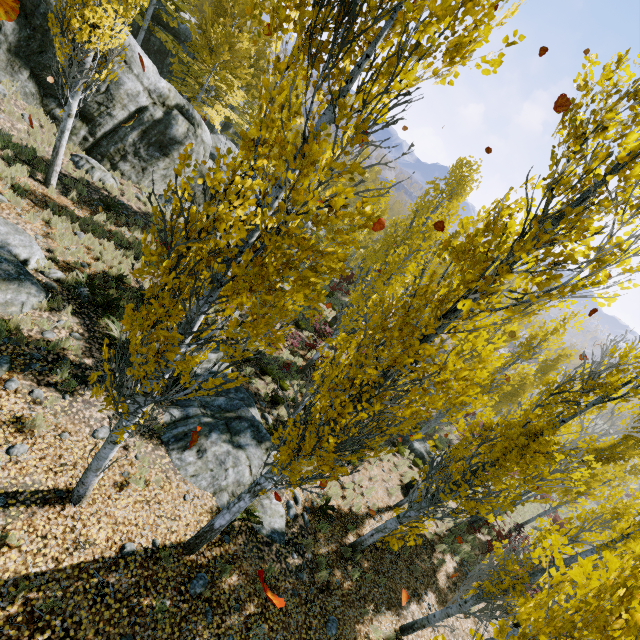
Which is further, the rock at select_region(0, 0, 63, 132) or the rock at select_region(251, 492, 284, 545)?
the rock at select_region(0, 0, 63, 132)

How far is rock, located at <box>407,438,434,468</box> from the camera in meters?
18.2 m

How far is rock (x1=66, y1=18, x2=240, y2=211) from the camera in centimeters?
1384cm

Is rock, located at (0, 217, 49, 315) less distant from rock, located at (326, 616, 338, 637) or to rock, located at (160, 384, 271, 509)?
rock, located at (160, 384, 271, 509)

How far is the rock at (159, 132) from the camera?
13.8m

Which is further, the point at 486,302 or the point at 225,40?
the point at 225,40

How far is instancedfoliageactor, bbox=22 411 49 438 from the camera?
5.9m
